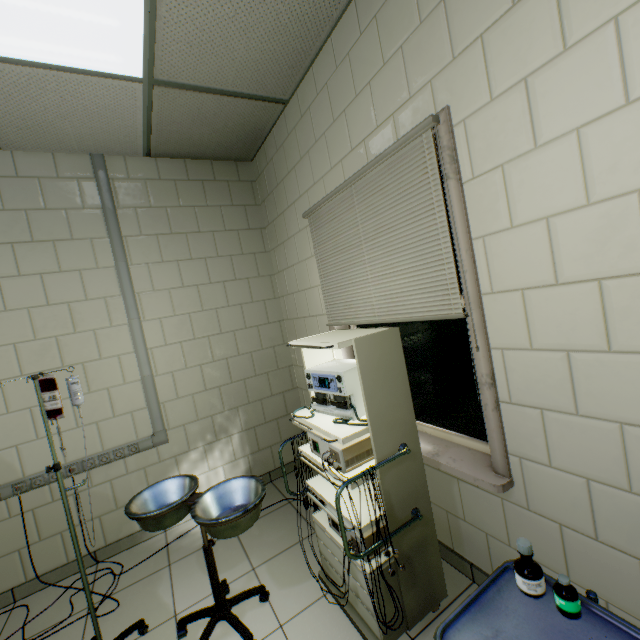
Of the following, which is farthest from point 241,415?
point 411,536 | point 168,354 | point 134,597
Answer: point 411,536

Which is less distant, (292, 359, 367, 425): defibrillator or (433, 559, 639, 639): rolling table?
(433, 559, 639, 639): rolling table

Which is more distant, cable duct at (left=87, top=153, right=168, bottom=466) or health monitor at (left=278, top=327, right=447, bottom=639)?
cable duct at (left=87, top=153, right=168, bottom=466)

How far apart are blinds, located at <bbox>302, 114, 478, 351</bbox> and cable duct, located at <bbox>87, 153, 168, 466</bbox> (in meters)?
1.61

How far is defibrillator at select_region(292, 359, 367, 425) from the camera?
1.6 meters

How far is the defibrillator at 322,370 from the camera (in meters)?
1.60

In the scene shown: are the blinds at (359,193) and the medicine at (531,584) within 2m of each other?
yes

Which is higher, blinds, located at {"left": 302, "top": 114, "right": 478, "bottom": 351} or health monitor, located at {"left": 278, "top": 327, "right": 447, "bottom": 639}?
blinds, located at {"left": 302, "top": 114, "right": 478, "bottom": 351}
